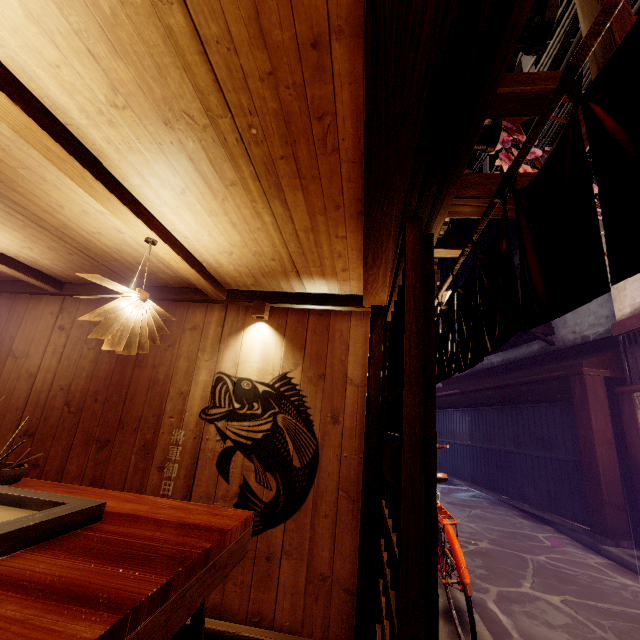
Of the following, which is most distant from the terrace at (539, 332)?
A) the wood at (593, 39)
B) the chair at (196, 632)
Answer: the chair at (196, 632)

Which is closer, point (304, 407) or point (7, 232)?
point (7, 232)

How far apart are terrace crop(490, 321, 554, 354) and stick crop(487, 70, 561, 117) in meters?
17.2

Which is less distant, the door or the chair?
the door

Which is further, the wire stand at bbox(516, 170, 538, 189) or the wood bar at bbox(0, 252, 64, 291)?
the wood bar at bbox(0, 252, 64, 291)

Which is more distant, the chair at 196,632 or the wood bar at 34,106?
the chair at 196,632

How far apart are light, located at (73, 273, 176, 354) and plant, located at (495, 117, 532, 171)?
3.94m

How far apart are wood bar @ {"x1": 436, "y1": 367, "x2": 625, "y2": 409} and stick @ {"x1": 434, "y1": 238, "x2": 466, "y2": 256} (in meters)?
11.77
